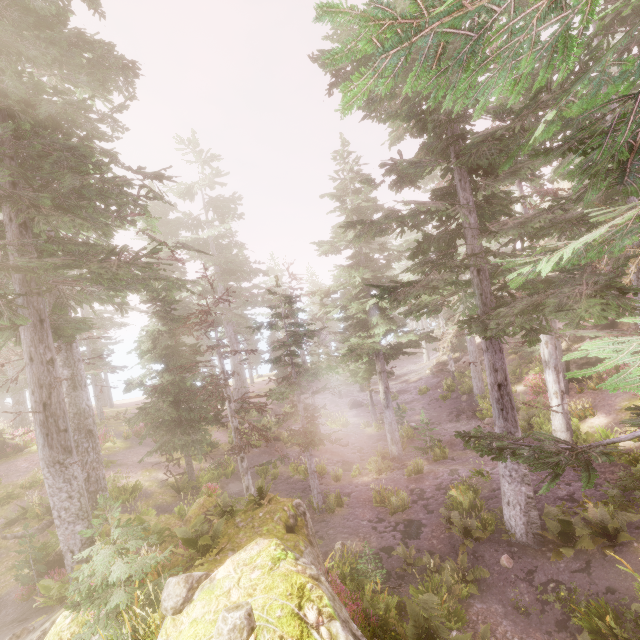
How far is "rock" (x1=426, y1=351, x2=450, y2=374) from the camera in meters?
36.4 m

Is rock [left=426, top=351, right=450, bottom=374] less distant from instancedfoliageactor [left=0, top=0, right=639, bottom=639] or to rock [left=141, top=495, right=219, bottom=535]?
instancedfoliageactor [left=0, top=0, right=639, bottom=639]

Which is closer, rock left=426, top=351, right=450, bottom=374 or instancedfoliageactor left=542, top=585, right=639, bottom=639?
instancedfoliageactor left=542, top=585, right=639, bottom=639

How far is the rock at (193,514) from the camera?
10.4m

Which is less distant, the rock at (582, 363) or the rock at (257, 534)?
the rock at (257, 534)

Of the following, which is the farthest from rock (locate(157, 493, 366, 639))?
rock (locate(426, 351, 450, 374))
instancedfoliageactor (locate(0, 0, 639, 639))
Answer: rock (locate(426, 351, 450, 374))

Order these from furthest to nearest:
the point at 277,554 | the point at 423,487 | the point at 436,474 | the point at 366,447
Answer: the point at 366,447 → the point at 436,474 → the point at 423,487 → the point at 277,554
